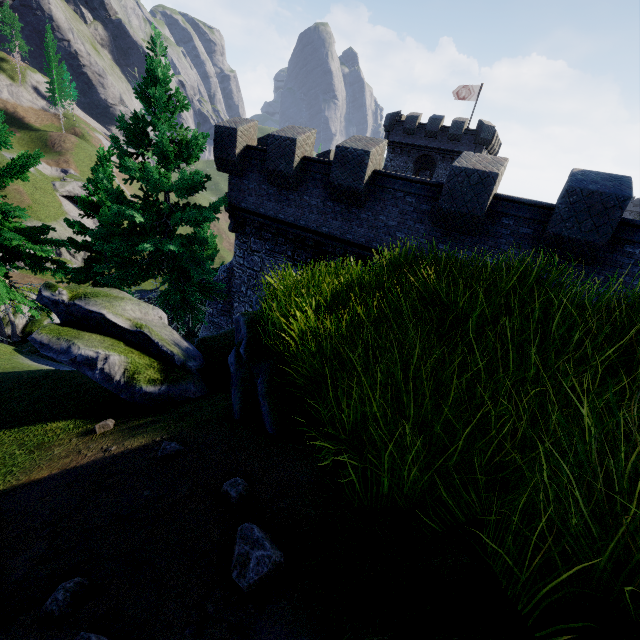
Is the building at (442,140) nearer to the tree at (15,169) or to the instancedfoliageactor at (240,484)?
the tree at (15,169)

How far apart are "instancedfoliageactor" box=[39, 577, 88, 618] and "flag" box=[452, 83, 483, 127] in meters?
43.9

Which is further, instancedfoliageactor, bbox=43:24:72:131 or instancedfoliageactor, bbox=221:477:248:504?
instancedfoliageactor, bbox=43:24:72:131

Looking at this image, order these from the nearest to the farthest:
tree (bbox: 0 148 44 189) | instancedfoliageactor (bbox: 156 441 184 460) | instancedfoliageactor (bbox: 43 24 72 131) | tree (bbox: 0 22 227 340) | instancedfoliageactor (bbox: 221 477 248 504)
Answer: instancedfoliageactor (bbox: 221 477 248 504), instancedfoliageactor (bbox: 156 441 184 460), tree (bbox: 0 148 44 189), tree (bbox: 0 22 227 340), instancedfoliageactor (bbox: 43 24 72 131)

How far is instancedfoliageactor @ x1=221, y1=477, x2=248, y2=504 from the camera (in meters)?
2.28

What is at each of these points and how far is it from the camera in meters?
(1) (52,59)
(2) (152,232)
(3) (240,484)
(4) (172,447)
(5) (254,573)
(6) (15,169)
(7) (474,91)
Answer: (1) instancedfoliageactor, 55.0 m
(2) tree, 13.2 m
(3) instancedfoliageactor, 2.4 m
(4) instancedfoliageactor, 3.2 m
(5) instancedfoliageactor, 1.6 m
(6) tree, 10.4 m
(7) flag, 34.0 m

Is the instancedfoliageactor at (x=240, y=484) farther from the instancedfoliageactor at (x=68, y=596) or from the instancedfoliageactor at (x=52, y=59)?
the instancedfoliageactor at (x=52, y=59)

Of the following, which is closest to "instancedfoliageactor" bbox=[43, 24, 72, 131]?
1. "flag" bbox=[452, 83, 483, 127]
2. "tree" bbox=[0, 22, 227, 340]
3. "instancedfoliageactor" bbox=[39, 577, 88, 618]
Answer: "tree" bbox=[0, 22, 227, 340]
